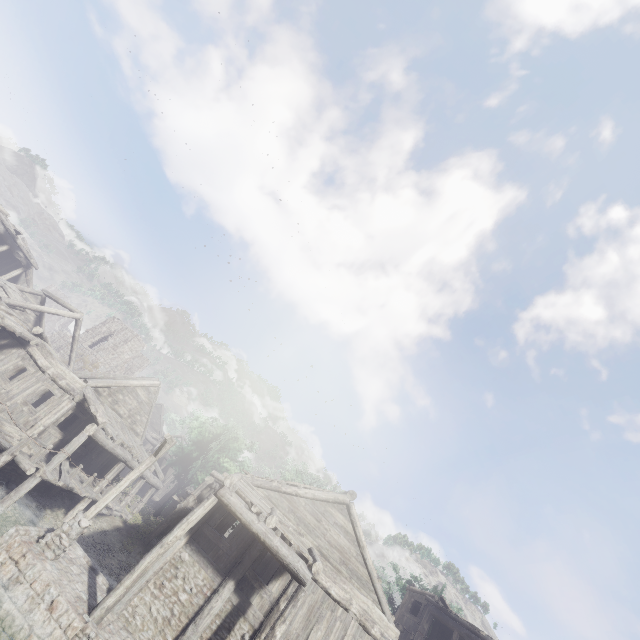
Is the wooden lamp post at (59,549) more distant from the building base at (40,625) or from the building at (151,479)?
the building at (151,479)

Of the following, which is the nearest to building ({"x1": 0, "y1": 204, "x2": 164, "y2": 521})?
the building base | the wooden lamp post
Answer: the building base

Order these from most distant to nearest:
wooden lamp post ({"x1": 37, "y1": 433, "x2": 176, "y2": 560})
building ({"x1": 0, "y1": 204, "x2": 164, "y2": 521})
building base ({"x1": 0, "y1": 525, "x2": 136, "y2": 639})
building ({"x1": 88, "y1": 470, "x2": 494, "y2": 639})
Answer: building ({"x1": 0, "y1": 204, "x2": 164, "y2": 521}), building ({"x1": 88, "y1": 470, "x2": 494, "y2": 639}), wooden lamp post ({"x1": 37, "y1": 433, "x2": 176, "y2": 560}), building base ({"x1": 0, "y1": 525, "x2": 136, "y2": 639})

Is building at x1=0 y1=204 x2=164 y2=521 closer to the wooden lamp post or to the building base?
the building base

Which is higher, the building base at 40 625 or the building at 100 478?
the building at 100 478

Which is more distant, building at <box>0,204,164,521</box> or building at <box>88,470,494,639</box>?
building at <box>0,204,164,521</box>

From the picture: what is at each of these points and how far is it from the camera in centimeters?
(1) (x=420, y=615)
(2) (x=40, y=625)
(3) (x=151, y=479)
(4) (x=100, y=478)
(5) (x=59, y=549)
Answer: (1) building, 2436cm
(2) building base, 883cm
(3) building, 2228cm
(4) building, 2100cm
(5) wooden lamp post, 1042cm
